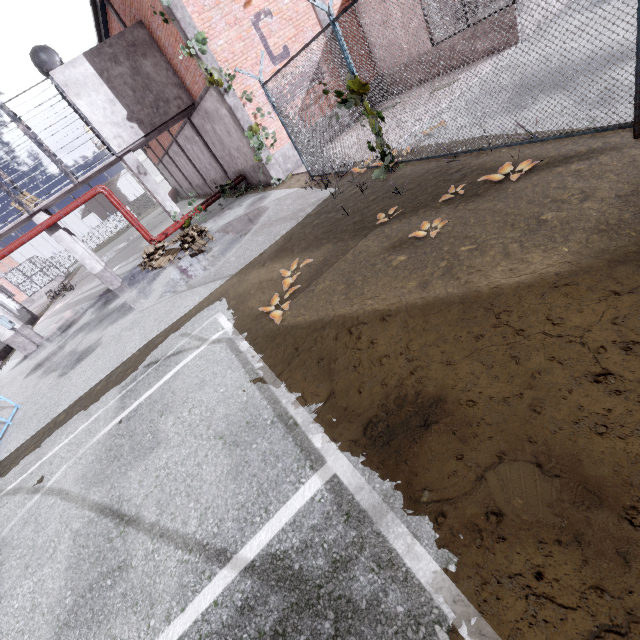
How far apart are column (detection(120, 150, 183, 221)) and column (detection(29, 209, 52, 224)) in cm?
378

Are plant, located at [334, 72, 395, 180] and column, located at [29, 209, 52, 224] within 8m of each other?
no

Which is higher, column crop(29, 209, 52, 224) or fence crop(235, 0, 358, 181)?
column crop(29, 209, 52, 224)

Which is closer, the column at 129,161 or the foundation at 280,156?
the foundation at 280,156

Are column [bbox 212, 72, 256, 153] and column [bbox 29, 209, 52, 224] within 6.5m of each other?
no

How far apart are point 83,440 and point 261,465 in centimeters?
416cm

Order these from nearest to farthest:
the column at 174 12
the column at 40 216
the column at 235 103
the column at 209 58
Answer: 1. the column at 174 12
2. the column at 209 58
3. the column at 235 103
4. the column at 40 216

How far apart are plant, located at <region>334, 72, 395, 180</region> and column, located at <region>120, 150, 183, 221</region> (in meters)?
11.04
